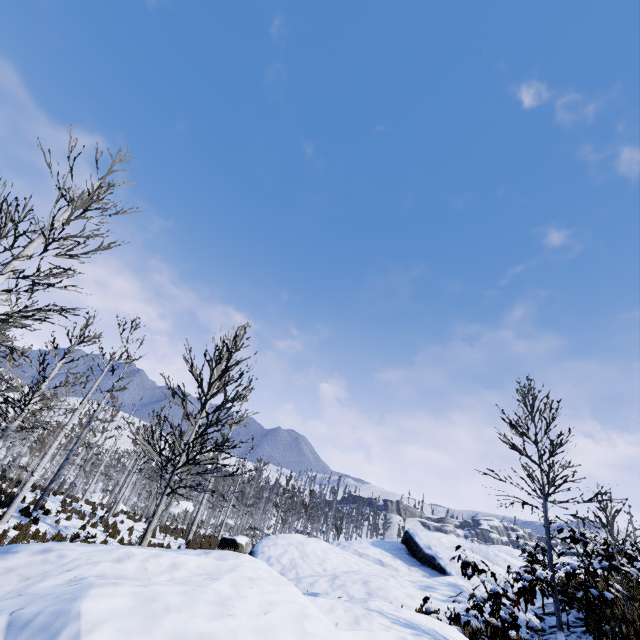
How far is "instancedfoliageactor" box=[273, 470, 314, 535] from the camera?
23.48m

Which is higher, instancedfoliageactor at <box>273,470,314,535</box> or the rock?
instancedfoliageactor at <box>273,470,314,535</box>

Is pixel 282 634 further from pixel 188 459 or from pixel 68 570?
pixel 188 459

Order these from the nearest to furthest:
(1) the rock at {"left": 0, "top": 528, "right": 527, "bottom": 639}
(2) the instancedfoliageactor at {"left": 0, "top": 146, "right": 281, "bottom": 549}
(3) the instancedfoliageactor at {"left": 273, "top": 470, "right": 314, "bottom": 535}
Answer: (1) the rock at {"left": 0, "top": 528, "right": 527, "bottom": 639}, (2) the instancedfoliageactor at {"left": 0, "top": 146, "right": 281, "bottom": 549}, (3) the instancedfoliageactor at {"left": 273, "top": 470, "right": 314, "bottom": 535}

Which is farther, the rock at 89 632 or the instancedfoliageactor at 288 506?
the instancedfoliageactor at 288 506

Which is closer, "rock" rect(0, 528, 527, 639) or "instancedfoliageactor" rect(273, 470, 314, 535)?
"rock" rect(0, 528, 527, 639)

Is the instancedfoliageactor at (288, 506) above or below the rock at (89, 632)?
above
